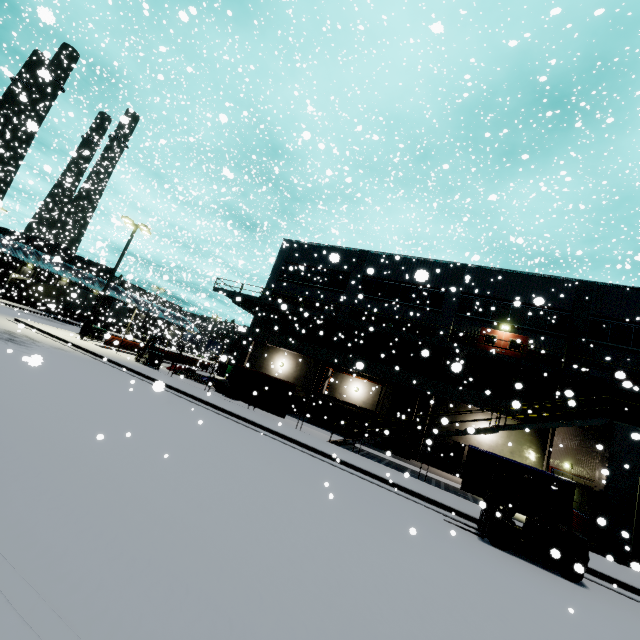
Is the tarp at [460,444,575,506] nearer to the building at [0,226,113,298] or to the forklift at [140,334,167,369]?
the building at [0,226,113,298]

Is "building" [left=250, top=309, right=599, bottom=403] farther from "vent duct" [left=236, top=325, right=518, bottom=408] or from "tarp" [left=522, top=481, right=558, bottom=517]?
"tarp" [left=522, top=481, right=558, bottom=517]

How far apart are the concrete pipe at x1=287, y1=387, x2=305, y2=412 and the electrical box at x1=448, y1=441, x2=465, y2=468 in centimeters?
1089cm

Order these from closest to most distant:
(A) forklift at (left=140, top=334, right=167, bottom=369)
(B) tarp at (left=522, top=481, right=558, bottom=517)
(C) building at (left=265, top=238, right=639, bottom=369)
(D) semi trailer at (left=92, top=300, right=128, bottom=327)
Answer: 1. (B) tarp at (left=522, top=481, right=558, bottom=517)
2. (C) building at (left=265, top=238, right=639, bottom=369)
3. (A) forklift at (left=140, top=334, right=167, bottom=369)
4. (D) semi trailer at (left=92, top=300, right=128, bottom=327)

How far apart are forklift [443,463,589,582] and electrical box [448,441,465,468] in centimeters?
1158cm

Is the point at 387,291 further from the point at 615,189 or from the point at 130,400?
the point at 615,189

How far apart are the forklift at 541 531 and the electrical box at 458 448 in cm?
1158

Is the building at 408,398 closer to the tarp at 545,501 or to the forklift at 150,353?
the tarp at 545,501
